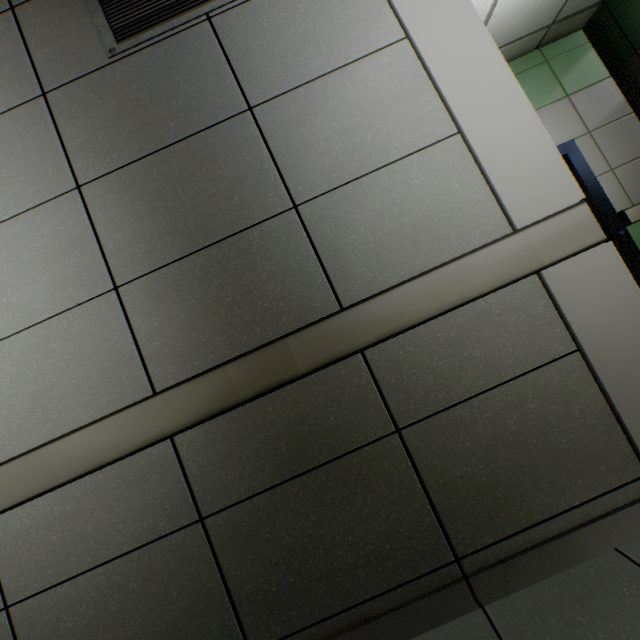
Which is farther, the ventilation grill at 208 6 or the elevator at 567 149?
the elevator at 567 149

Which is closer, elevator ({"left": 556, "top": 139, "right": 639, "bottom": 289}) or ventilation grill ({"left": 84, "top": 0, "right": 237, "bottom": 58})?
ventilation grill ({"left": 84, "top": 0, "right": 237, "bottom": 58})

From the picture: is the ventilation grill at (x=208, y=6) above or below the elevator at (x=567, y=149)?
above

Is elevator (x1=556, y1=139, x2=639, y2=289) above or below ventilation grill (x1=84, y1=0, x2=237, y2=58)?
below

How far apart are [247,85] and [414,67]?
0.7m
